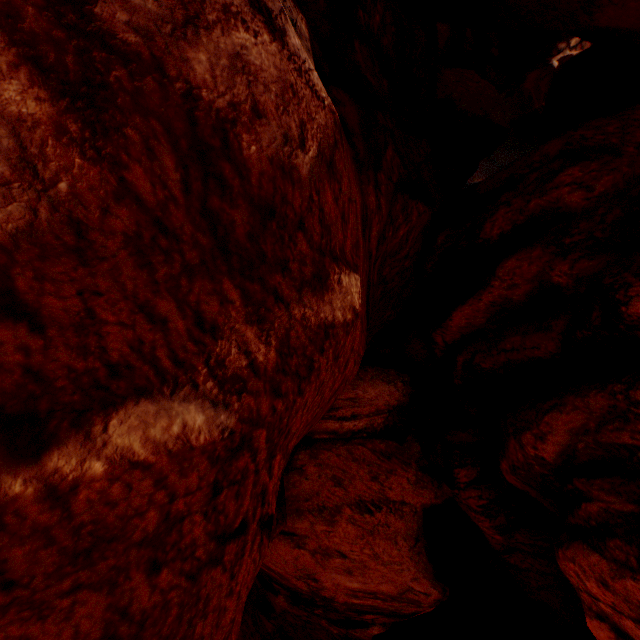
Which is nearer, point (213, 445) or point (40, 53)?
point (40, 53)
